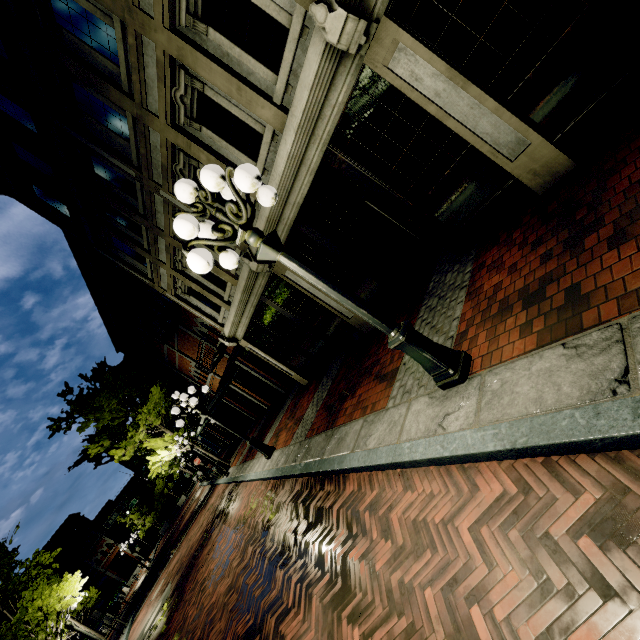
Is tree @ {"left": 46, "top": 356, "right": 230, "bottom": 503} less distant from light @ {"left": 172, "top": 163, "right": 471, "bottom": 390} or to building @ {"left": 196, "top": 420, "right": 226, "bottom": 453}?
building @ {"left": 196, "top": 420, "right": 226, "bottom": 453}

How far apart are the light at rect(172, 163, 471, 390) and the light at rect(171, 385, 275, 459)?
6.8 meters

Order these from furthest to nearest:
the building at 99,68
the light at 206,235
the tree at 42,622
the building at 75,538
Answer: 1. the building at 75,538
2. the tree at 42,622
3. the building at 99,68
4. the light at 206,235

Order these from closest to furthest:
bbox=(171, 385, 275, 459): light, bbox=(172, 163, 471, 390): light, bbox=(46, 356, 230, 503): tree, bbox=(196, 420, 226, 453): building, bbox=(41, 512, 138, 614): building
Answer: bbox=(172, 163, 471, 390): light < bbox=(171, 385, 275, 459): light < bbox=(46, 356, 230, 503): tree < bbox=(196, 420, 226, 453): building < bbox=(41, 512, 138, 614): building

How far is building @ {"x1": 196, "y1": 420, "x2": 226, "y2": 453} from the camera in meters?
32.2 m

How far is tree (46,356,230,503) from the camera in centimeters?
1748cm

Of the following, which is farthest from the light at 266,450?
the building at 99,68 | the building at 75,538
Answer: the building at 75,538

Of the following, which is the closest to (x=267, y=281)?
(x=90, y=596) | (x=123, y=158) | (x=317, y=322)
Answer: (x=317, y=322)
